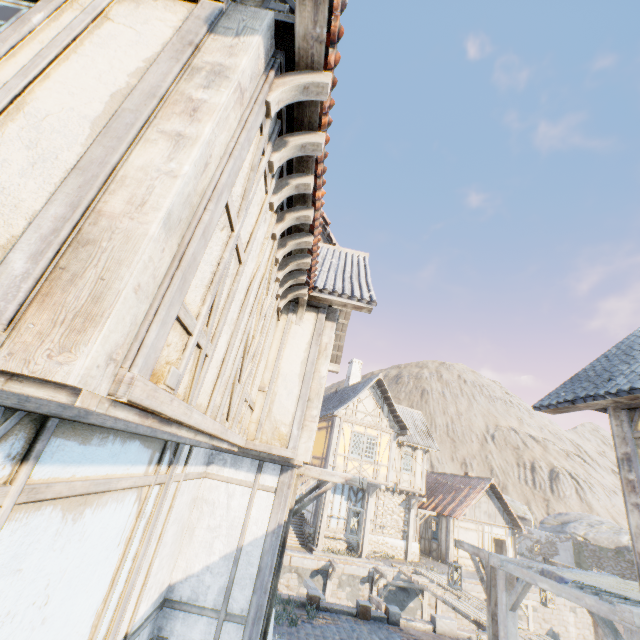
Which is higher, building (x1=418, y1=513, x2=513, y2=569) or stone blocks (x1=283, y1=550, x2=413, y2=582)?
building (x1=418, y1=513, x2=513, y2=569)

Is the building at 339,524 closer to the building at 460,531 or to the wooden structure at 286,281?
the building at 460,531

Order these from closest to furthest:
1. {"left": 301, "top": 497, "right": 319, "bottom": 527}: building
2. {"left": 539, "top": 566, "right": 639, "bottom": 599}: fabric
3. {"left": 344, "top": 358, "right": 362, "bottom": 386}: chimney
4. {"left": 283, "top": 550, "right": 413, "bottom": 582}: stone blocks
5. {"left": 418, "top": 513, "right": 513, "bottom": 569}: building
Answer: {"left": 539, "top": 566, "right": 639, "bottom": 599}: fabric
{"left": 283, "top": 550, "right": 413, "bottom": 582}: stone blocks
{"left": 301, "top": 497, "right": 319, "bottom": 527}: building
{"left": 418, "top": 513, "right": 513, "bottom": 569}: building
{"left": 344, "top": 358, "right": 362, "bottom": 386}: chimney

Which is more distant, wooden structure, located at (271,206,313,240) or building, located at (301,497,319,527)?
building, located at (301,497,319,527)

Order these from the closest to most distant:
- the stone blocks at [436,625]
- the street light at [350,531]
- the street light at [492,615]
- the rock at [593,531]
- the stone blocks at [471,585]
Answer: the street light at [350,531] → the street light at [492,615] → the stone blocks at [436,625] → the stone blocks at [471,585] → the rock at [593,531]

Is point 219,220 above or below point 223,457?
above

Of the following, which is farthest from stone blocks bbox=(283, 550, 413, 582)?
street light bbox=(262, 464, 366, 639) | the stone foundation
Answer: street light bbox=(262, 464, 366, 639)

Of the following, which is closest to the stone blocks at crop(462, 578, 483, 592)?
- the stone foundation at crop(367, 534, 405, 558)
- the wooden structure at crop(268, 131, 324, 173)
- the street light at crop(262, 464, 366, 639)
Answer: the stone foundation at crop(367, 534, 405, 558)
